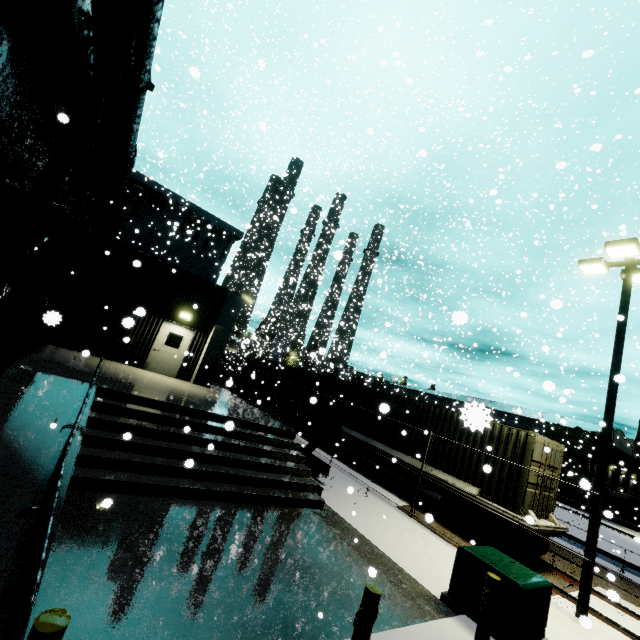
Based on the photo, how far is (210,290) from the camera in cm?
1639

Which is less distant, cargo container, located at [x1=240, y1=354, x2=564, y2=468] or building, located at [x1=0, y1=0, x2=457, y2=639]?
building, located at [x1=0, y1=0, x2=457, y2=639]

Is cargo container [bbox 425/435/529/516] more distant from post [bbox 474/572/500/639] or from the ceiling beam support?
post [bbox 474/572/500/639]

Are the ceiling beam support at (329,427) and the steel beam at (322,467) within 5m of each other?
yes

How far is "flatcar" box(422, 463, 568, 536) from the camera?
9.9m

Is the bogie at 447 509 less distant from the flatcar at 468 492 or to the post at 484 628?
the flatcar at 468 492

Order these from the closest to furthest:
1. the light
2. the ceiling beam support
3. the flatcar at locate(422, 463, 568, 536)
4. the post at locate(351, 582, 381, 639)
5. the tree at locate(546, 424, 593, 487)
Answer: the post at locate(351, 582, 381, 639)
the light
the flatcar at locate(422, 463, 568, 536)
the ceiling beam support
the tree at locate(546, 424, 593, 487)

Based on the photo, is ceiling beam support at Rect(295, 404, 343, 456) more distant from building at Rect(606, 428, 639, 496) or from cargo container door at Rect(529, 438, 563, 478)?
cargo container door at Rect(529, 438, 563, 478)
